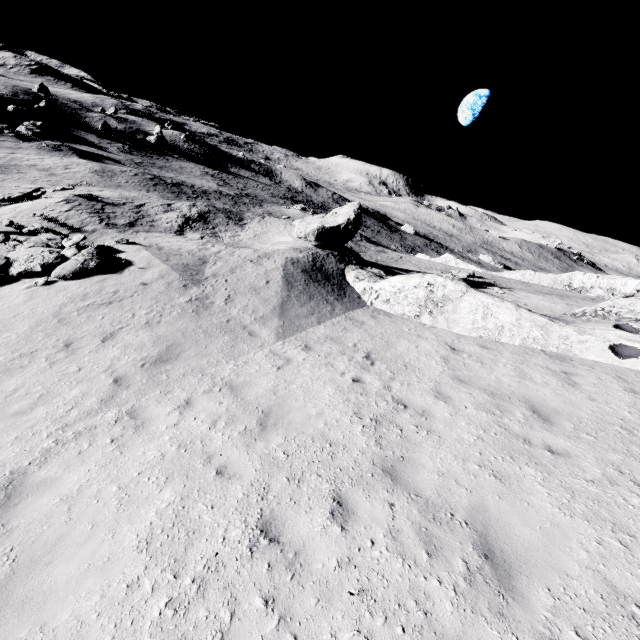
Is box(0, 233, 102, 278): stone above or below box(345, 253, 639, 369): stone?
below

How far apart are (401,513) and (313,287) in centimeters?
1060cm

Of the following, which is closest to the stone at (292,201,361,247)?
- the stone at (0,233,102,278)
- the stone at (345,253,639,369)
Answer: the stone at (345,253,639,369)

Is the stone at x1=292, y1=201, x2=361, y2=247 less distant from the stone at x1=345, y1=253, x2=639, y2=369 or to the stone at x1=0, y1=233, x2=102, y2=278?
the stone at x1=345, y1=253, x2=639, y2=369

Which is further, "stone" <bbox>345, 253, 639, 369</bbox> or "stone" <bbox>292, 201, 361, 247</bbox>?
"stone" <bbox>292, 201, 361, 247</bbox>

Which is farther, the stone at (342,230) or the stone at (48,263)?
the stone at (342,230)

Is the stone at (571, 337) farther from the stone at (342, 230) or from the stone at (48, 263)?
the stone at (48, 263)
